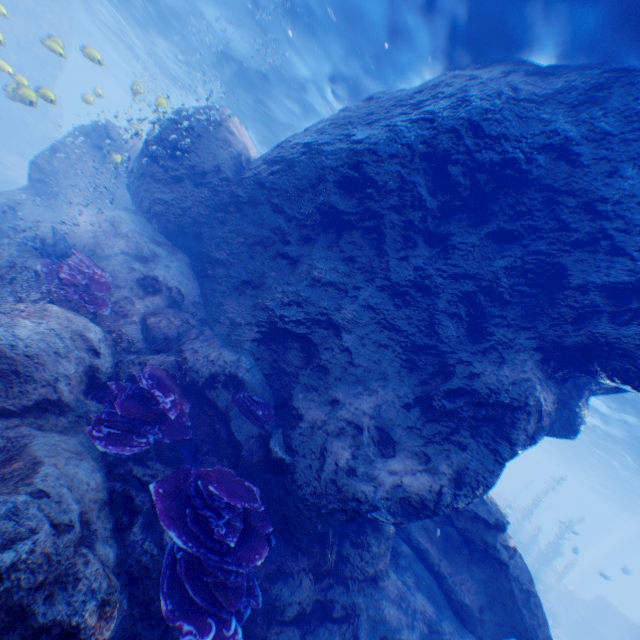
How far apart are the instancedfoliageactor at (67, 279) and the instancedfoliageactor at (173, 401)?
1.3 meters

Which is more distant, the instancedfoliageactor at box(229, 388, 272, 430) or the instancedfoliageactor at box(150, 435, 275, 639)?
the instancedfoliageactor at box(229, 388, 272, 430)

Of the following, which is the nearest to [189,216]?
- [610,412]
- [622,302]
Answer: [622,302]

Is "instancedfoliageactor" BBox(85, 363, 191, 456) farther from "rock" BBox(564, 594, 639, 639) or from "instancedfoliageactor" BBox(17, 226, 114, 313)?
"instancedfoliageactor" BBox(17, 226, 114, 313)

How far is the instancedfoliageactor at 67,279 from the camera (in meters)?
5.66

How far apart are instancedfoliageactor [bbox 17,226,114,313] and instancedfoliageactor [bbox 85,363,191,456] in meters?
1.3 m

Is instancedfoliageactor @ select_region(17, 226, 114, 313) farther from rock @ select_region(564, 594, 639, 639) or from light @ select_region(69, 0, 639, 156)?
light @ select_region(69, 0, 639, 156)

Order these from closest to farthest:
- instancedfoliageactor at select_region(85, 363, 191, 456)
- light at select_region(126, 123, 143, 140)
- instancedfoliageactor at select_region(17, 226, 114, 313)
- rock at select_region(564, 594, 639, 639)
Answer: instancedfoliageactor at select_region(85, 363, 191, 456) → instancedfoliageactor at select_region(17, 226, 114, 313) → light at select_region(126, 123, 143, 140) → rock at select_region(564, 594, 639, 639)
